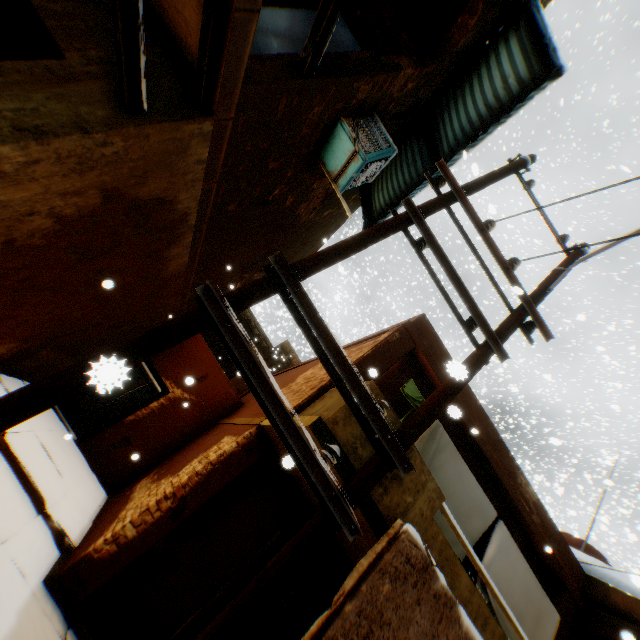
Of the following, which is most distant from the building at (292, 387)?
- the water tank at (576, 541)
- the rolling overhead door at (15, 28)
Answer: the water tank at (576, 541)

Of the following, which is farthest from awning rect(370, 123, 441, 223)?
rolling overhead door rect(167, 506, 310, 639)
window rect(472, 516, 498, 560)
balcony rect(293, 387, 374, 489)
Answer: rolling overhead door rect(167, 506, 310, 639)

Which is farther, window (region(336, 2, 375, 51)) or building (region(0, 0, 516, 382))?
window (region(336, 2, 375, 51))

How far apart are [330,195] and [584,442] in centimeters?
6368cm

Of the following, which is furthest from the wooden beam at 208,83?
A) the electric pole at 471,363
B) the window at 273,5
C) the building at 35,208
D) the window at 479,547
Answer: the window at 479,547

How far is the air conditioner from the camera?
4.8 meters

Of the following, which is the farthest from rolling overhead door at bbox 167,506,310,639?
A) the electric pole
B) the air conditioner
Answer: the air conditioner

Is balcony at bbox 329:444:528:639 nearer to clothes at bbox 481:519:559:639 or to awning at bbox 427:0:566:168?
clothes at bbox 481:519:559:639
